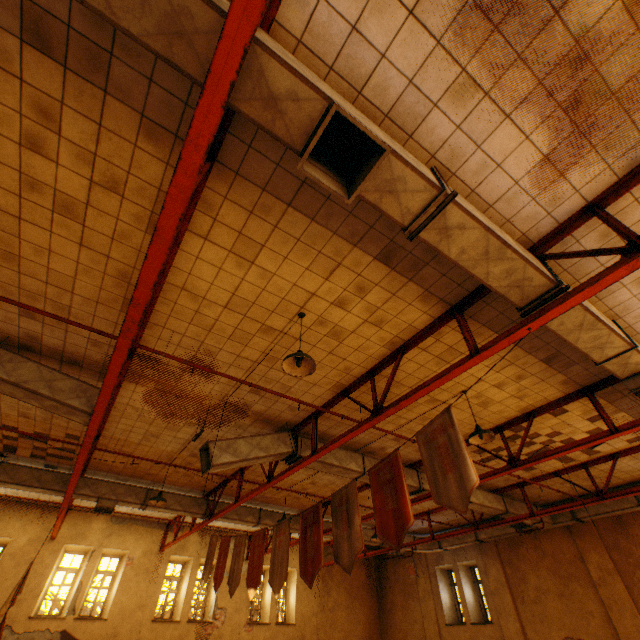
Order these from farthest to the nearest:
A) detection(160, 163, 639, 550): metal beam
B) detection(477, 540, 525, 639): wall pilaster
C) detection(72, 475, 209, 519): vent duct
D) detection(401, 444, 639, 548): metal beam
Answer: detection(477, 540, 525, 639): wall pilaster, detection(72, 475, 209, 519): vent duct, detection(401, 444, 639, 548): metal beam, detection(160, 163, 639, 550): metal beam

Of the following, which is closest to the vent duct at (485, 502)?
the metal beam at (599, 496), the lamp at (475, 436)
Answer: the metal beam at (599, 496)

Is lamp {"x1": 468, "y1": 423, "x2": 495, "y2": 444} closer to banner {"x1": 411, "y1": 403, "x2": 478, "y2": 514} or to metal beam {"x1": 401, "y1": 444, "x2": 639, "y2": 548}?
banner {"x1": 411, "y1": 403, "x2": 478, "y2": 514}

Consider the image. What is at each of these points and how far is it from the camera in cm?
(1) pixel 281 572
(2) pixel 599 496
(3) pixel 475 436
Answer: (1) banner, 600
(2) metal beam, 871
(3) lamp, 611

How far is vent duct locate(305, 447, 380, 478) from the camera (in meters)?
7.72

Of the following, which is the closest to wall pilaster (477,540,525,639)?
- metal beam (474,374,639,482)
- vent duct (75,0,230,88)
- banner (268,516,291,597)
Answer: vent duct (75,0,230,88)

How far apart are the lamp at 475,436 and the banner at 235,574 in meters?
6.7

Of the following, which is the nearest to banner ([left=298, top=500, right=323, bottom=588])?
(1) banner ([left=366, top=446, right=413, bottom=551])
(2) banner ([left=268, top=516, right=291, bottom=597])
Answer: (2) banner ([left=268, top=516, right=291, bottom=597])
